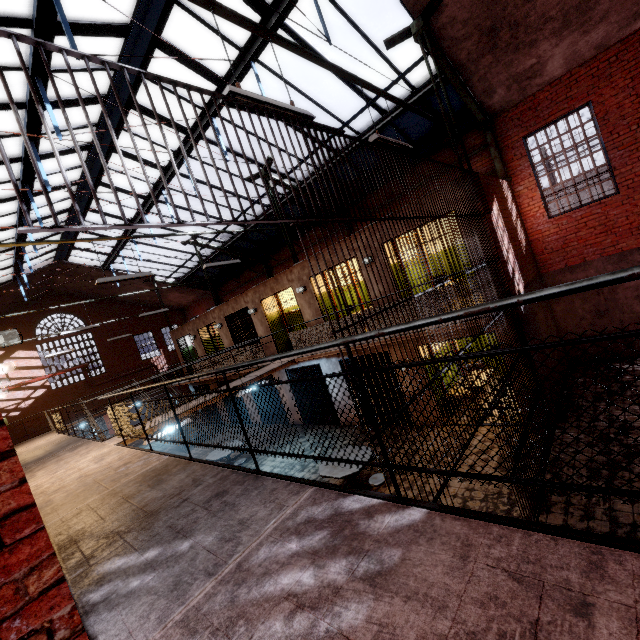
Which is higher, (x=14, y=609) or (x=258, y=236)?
(x=258, y=236)

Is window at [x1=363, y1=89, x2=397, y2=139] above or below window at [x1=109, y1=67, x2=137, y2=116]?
below

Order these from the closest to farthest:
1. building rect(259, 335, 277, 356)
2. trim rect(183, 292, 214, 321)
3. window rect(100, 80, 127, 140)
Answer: window rect(100, 80, 127, 140) → building rect(259, 335, 277, 356) → trim rect(183, 292, 214, 321)

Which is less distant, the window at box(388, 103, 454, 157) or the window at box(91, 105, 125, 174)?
the window at box(91, 105, 125, 174)

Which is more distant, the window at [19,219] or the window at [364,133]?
the window at [19,219]

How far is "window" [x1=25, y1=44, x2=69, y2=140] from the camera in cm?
582

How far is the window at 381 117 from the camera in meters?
9.0
